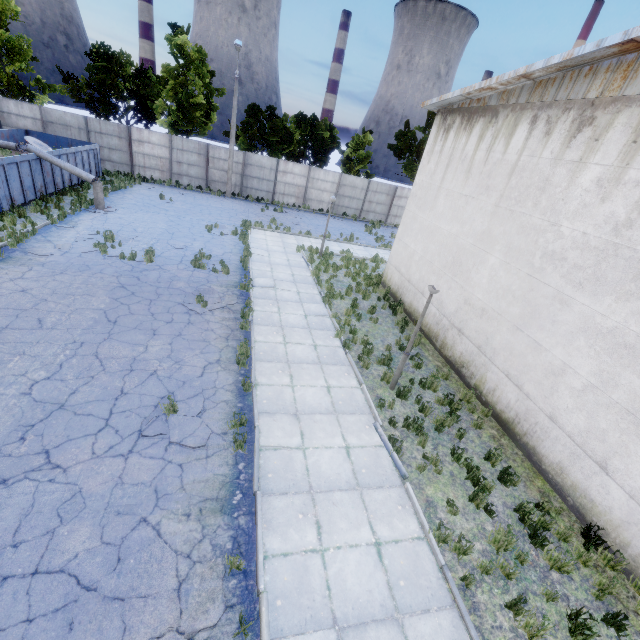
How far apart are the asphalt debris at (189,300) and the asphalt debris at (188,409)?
3.2m

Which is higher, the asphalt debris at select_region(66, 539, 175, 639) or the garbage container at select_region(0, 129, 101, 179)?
the garbage container at select_region(0, 129, 101, 179)

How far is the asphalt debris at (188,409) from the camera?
6.46m

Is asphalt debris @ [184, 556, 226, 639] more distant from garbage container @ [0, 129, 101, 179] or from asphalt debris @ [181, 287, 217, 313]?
garbage container @ [0, 129, 101, 179]

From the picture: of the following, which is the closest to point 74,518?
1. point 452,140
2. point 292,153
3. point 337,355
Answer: point 337,355

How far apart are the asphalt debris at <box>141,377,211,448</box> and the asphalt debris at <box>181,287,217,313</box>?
3.23m

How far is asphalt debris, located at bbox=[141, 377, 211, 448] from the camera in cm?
646

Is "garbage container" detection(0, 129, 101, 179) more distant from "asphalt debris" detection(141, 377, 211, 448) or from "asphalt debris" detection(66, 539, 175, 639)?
"asphalt debris" detection(66, 539, 175, 639)
